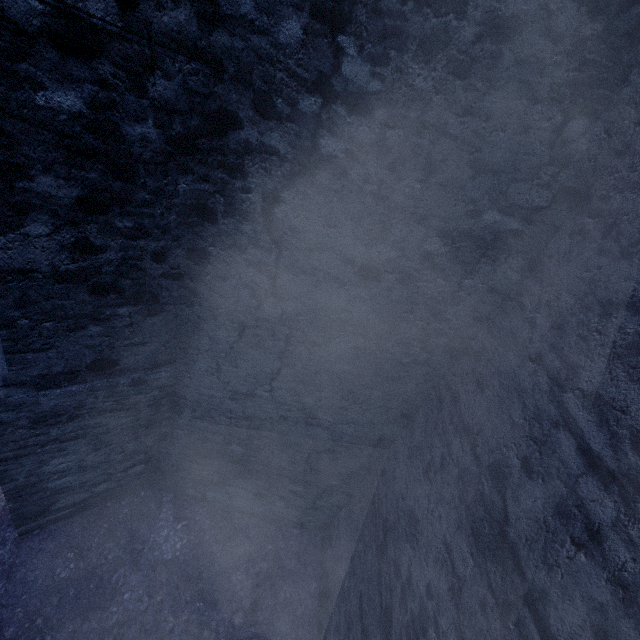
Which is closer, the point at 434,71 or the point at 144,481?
the point at 434,71
